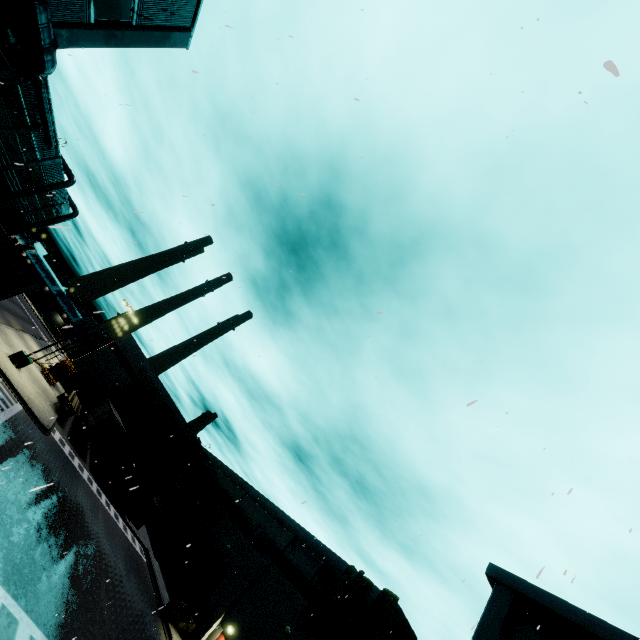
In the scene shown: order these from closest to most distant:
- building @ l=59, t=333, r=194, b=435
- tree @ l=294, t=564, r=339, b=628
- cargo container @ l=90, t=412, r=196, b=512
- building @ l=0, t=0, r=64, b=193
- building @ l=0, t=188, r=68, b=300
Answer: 1. building @ l=0, t=188, r=68, b=300
2. building @ l=0, t=0, r=64, b=193
3. tree @ l=294, t=564, r=339, b=628
4. cargo container @ l=90, t=412, r=196, b=512
5. building @ l=59, t=333, r=194, b=435

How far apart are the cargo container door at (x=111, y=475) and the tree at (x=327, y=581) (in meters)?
20.66

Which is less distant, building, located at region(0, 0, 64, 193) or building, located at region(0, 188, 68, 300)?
building, located at region(0, 188, 68, 300)

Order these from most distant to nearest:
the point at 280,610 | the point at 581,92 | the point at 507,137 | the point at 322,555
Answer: the point at 322,555 → the point at 280,610 → the point at 507,137 → the point at 581,92

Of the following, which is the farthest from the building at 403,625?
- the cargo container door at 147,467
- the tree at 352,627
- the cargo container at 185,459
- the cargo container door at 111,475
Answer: the cargo container door at 111,475

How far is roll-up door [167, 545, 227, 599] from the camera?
27.60m

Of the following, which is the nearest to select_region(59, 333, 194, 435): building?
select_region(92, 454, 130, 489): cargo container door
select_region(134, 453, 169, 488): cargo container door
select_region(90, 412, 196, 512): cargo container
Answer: select_region(90, 412, 196, 512): cargo container

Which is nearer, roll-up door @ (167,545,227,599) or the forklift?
the forklift
